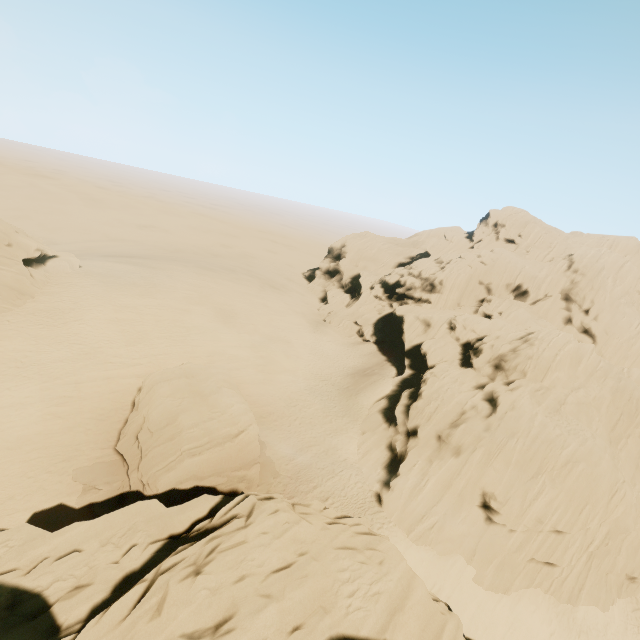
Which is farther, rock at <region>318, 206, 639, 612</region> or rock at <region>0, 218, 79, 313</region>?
rock at <region>0, 218, 79, 313</region>

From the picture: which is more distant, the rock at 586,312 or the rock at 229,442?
the rock at 586,312

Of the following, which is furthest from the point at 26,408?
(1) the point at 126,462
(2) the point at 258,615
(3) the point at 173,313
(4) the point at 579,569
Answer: (4) the point at 579,569

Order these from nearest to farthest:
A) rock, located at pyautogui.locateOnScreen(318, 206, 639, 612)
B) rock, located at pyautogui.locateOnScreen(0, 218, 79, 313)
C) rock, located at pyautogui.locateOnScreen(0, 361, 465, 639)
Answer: rock, located at pyautogui.locateOnScreen(0, 361, 465, 639) < rock, located at pyautogui.locateOnScreen(318, 206, 639, 612) < rock, located at pyautogui.locateOnScreen(0, 218, 79, 313)

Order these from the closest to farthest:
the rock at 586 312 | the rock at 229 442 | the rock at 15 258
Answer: the rock at 229 442 < the rock at 586 312 < the rock at 15 258
